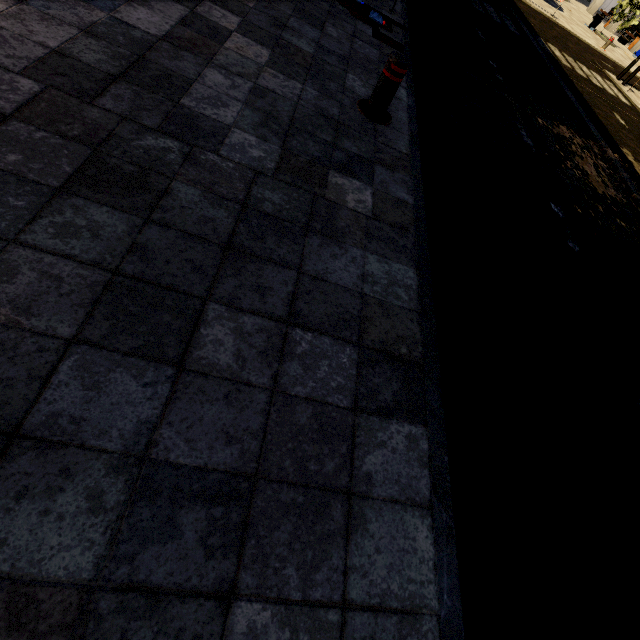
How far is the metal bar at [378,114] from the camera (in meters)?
3.23

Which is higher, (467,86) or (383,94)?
(383,94)

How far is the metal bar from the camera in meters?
3.2 m
